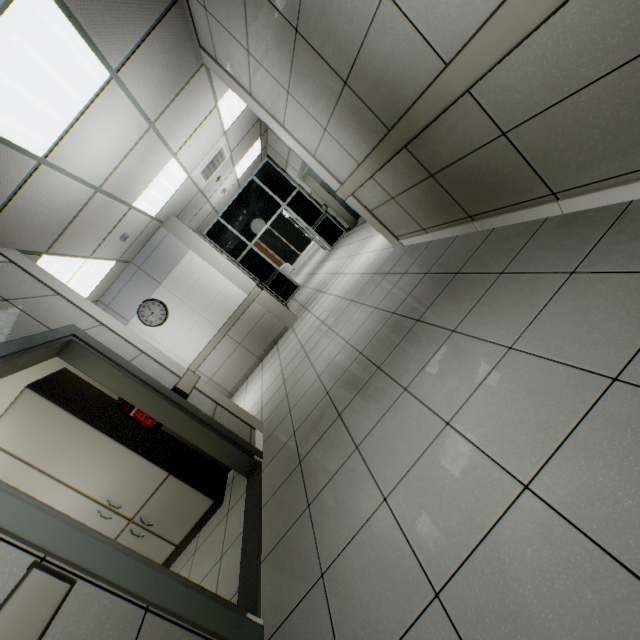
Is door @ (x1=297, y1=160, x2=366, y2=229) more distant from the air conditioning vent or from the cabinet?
the cabinet

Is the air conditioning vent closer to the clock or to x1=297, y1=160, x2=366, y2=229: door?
x1=297, y1=160, x2=366, y2=229: door

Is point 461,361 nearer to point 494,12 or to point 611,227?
point 611,227

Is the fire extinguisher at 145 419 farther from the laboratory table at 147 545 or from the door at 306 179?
the door at 306 179

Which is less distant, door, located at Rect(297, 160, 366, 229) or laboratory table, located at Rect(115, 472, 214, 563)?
laboratory table, located at Rect(115, 472, 214, 563)

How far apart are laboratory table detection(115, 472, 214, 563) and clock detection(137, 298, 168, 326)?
4.1 meters

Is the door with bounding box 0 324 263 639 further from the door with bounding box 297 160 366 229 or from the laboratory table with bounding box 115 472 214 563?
the door with bounding box 297 160 366 229

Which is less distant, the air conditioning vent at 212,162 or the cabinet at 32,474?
the cabinet at 32,474
